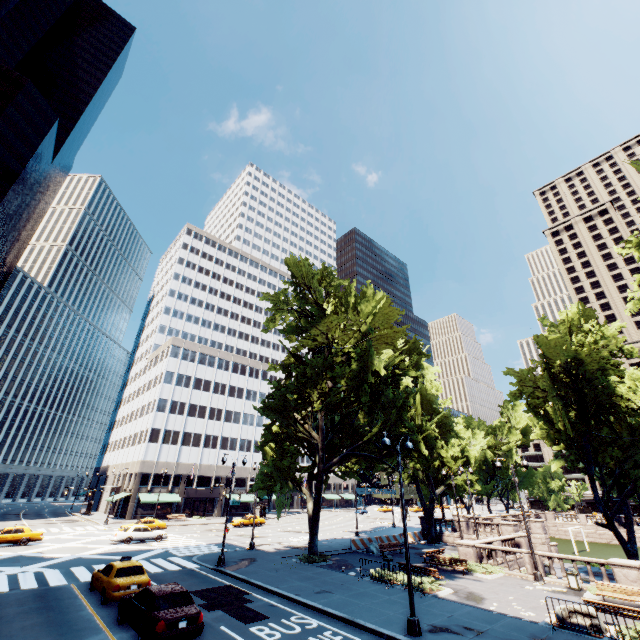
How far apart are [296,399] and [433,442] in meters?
10.6

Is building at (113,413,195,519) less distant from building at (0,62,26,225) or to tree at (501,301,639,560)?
tree at (501,301,639,560)

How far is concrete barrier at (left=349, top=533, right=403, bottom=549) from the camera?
30.59m

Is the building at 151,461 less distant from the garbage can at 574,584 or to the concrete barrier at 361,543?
the concrete barrier at 361,543

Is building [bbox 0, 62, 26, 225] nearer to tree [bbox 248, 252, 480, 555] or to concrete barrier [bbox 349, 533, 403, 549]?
tree [bbox 248, 252, 480, 555]

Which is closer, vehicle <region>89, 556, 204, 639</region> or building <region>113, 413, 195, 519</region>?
vehicle <region>89, 556, 204, 639</region>

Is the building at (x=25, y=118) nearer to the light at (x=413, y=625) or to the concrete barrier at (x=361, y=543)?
the concrete barrier at (x=361, y=543)

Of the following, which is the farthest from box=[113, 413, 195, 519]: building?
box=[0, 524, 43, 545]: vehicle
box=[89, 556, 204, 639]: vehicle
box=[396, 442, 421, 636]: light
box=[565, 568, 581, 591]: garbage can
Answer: box=[565, 568, 581, 591]: garbage can
